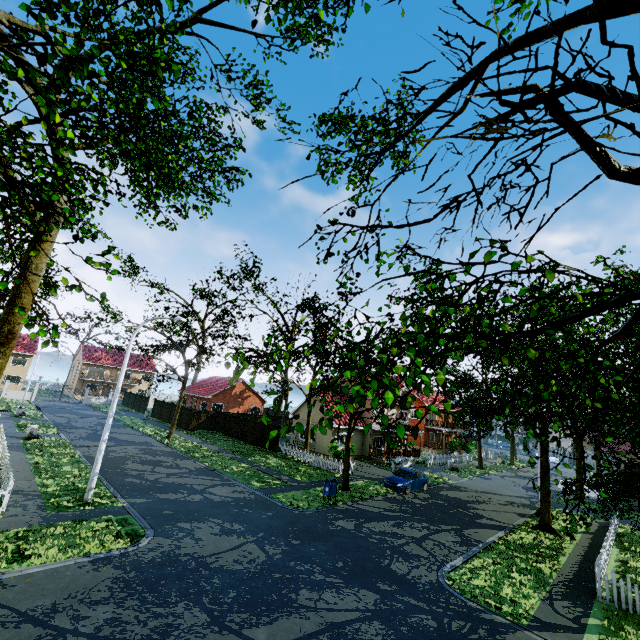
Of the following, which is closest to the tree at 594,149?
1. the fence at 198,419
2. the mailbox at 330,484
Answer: the fence at 198,419

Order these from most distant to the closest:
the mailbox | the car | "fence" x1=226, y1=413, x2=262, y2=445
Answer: "fence" x1=226, y1=413, x2=262, y2=445, the car, the mailbox

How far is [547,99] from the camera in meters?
2.5

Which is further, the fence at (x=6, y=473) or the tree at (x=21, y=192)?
the fence at (x=6, y=473)

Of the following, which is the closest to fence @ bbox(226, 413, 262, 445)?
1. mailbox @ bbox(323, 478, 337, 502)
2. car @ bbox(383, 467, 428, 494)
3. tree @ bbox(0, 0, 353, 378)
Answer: tree @ bbox(0, 0, 353, 378)

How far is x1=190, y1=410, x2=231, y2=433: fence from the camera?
37.28m

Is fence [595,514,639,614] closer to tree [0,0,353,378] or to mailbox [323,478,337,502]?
tree [0,0,353,378]
